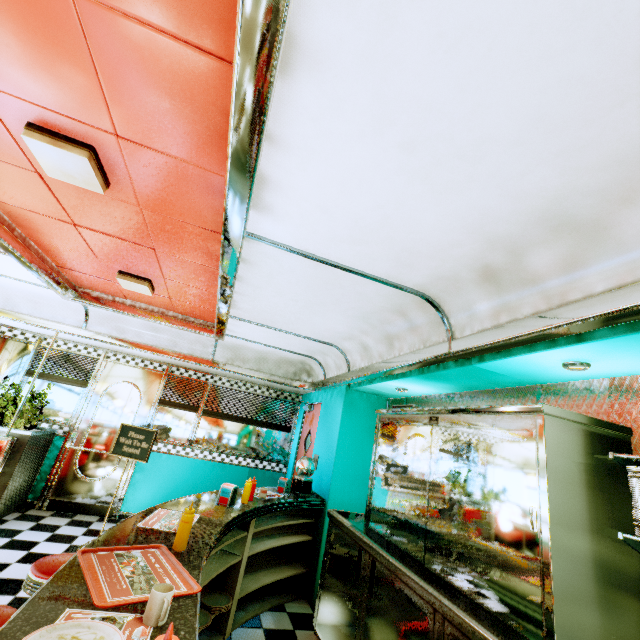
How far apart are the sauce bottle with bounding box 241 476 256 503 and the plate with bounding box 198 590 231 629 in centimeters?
81cm

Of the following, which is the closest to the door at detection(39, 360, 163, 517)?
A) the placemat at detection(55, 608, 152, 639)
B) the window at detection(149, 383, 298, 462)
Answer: the window at detection(149, 383, 298, 462)

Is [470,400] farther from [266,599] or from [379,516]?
[266,599]

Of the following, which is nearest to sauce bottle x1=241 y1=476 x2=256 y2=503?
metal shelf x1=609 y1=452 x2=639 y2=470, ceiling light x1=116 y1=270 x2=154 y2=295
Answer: ceiling light x1=116 y1=270 x2=154 y2=295

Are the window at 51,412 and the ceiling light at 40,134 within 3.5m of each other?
no

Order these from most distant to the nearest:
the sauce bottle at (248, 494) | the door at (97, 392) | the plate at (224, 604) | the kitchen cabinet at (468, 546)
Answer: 1. the door at (97, 392)
2. the sauce bottle at (248, 494)
3. the plate at (224, 604)
4. the kitchen cabinet at (468, 546)

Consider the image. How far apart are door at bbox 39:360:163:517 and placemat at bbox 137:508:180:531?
3.8m

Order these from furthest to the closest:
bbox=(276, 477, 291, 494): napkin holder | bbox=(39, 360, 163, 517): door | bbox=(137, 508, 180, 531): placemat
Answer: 1. bbox=(39, 360, 163, 517): door
2. bbox=(276, 477, 291, 494): napkin holder
3. bbox=(137, 508, 180, 531): placemat
